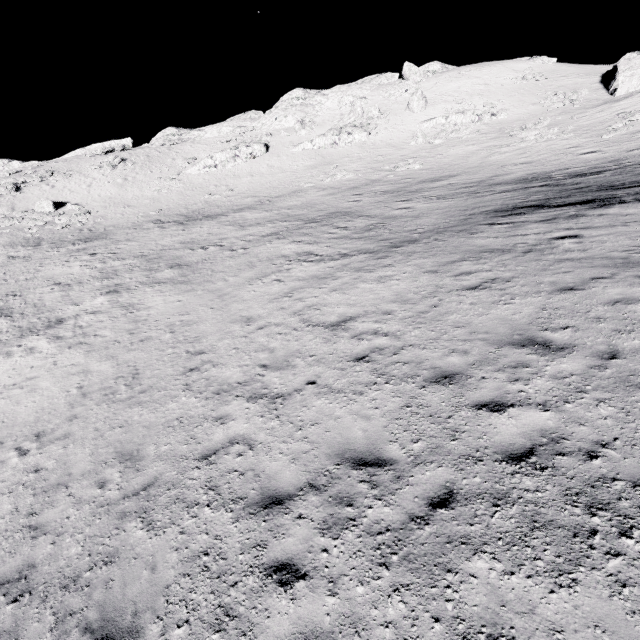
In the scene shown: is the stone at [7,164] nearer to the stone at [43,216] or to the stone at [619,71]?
the stone at [43,216]

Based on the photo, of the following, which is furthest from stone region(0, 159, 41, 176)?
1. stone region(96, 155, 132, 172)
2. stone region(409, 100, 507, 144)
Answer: stone region(409, 100, 507, 144)

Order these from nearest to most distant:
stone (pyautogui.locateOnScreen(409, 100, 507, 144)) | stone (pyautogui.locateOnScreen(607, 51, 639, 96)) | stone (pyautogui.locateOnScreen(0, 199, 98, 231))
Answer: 1. stone (pyautogui.locateOnScreen(607, 51, 639, 96))
2. stone (pyautogui.locateOnScreen(0, 199, 98, 231))
3. stone (pyautogui.locateOnScreen(409, 100, 507, 144))

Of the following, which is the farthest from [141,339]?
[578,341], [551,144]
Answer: [551,144]

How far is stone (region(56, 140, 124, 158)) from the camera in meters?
51.7 m

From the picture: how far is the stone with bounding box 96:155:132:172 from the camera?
46.9 meters

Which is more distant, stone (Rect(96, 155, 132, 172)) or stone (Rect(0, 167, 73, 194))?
stone (Rect(96, 155, 132, 172))

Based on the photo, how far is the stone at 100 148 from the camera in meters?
51.7 m
